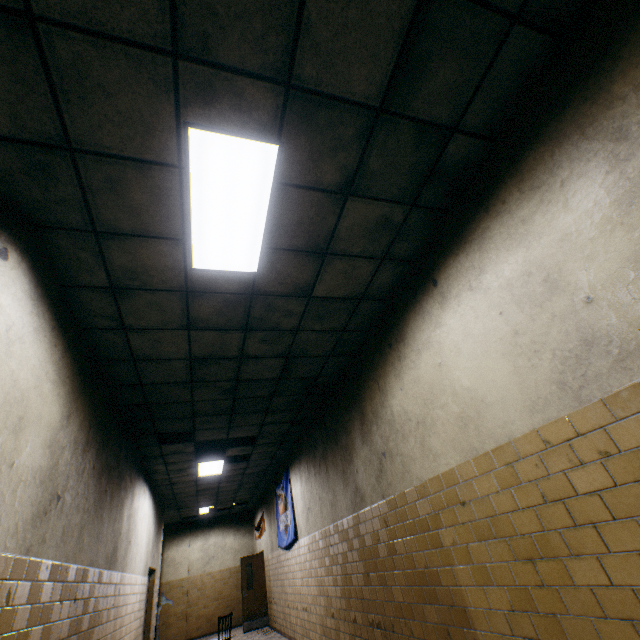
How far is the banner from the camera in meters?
8.3

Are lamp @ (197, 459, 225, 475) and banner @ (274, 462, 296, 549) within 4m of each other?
yes

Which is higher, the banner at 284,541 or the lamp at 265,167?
the lamp at 265,167

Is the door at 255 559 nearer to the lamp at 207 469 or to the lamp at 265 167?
the lamp at 207 469

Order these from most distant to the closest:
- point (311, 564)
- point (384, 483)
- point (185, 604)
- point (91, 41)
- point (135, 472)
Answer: point (185, 604), point (311, 564), point (135, 472), point (384, 483), point (91, 41)

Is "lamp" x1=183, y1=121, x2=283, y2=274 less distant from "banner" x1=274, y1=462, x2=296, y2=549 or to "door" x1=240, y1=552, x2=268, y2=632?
"banner" x1=274, y1=462, x2=296, y2=549

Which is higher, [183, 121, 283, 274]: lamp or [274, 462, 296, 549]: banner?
[183, 121, 283, 274]: lamp

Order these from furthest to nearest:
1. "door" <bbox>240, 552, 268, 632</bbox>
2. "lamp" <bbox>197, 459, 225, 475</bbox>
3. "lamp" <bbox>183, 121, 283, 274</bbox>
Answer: "door" <bbox>240, 552, 268, 632</bbox> < "lamp" <bbox>197, 459, 225, 475</bbox> < "lamp" <bbox>183, 121, 283, 274</bbox>
